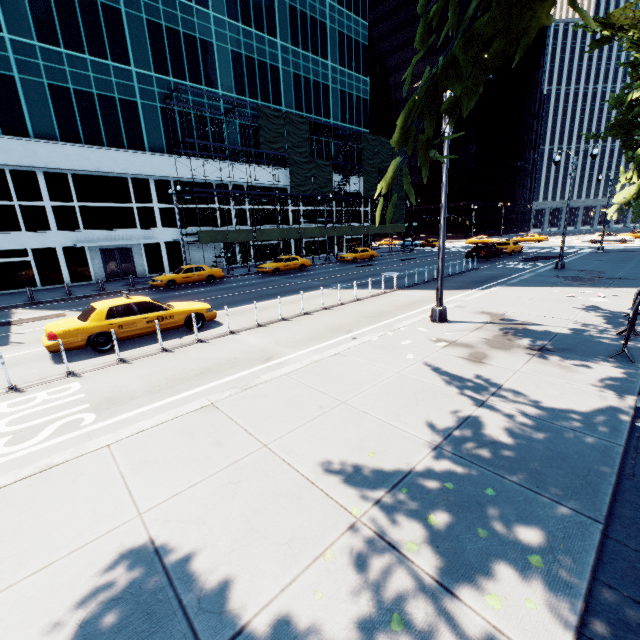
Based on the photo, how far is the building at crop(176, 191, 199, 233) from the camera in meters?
31.9 m

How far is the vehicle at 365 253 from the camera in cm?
3474

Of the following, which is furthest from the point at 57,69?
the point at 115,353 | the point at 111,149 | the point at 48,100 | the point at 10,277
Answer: the point at 115,353

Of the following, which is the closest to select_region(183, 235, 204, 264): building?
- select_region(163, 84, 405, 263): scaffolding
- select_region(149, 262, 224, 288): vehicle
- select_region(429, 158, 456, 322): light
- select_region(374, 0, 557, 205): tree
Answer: select_region(163, 84, 405, 263): scaffolding

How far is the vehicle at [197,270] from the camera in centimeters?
2271cm

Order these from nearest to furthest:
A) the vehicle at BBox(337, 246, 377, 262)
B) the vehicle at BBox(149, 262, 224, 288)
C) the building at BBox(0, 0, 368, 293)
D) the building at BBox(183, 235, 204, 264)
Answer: the vehicle at BBox(149, 262, 224, 288) → the building at BBox(0, 0, 368, 293) → the building at BBox(183, 235, 204, 264) → the vehicle at BBox(337, 246, 377, 262)

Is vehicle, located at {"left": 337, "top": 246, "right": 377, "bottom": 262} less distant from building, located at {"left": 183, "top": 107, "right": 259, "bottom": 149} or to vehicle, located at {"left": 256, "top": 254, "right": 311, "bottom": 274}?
vehicle, located at {"left": 256, "top": 254, "right": 311, "bottom": 274}

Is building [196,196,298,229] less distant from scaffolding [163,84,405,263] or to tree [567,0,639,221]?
scaffolding [163,84,405,263]
